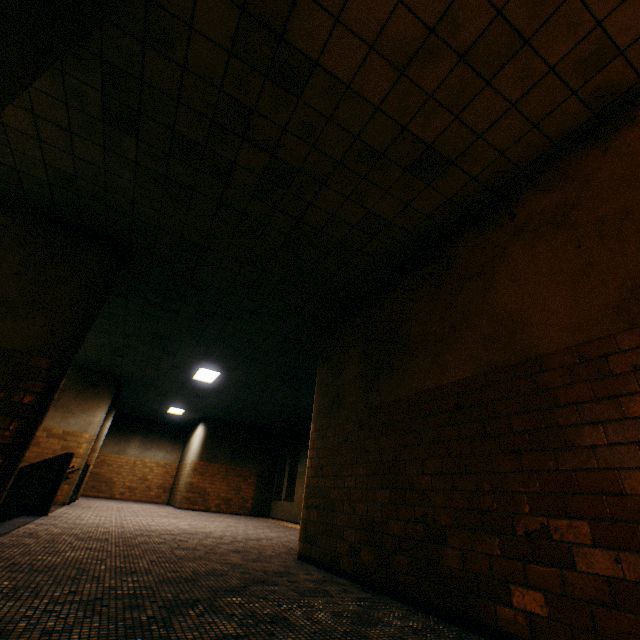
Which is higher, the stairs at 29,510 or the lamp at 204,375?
the lamp at 204,375

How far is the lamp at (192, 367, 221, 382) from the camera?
9.89m

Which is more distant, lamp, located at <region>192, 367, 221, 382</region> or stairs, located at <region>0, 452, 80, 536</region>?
lamp, located at <region>192, 367, 221, 382</region>

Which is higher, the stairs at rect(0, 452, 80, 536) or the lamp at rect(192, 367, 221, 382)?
the lamp at rect(192, 367, 221, 382)

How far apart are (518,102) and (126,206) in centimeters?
472cm

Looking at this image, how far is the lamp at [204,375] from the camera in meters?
9.9
